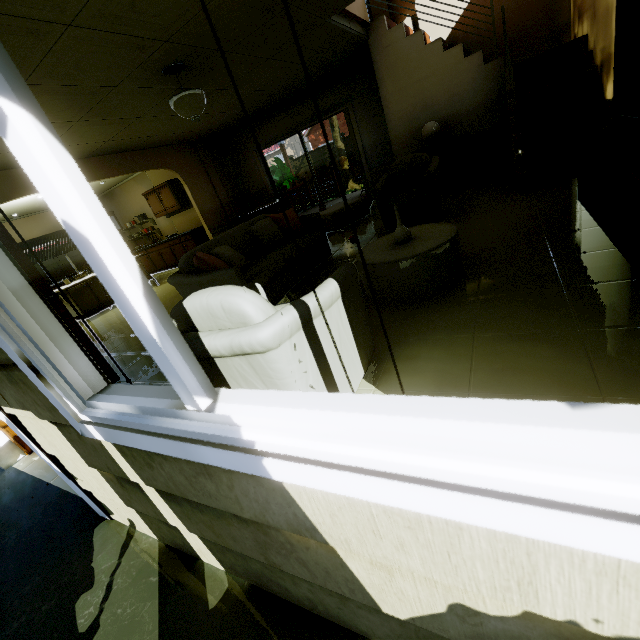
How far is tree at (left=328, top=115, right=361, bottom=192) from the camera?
14.02m

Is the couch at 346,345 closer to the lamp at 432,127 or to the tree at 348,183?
the lamp at 432,127

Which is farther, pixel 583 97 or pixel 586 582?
pixel 583 97

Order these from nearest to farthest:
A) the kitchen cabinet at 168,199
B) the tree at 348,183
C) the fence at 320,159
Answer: the kitchen cabinet at 168,199 → the tree at 348,183 → the fence at 320,159

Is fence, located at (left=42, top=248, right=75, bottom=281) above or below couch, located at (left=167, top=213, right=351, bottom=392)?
above

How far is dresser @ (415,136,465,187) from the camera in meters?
5.5 m

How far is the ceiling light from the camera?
3.9 meters

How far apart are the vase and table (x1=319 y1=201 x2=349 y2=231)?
3.2 meters
